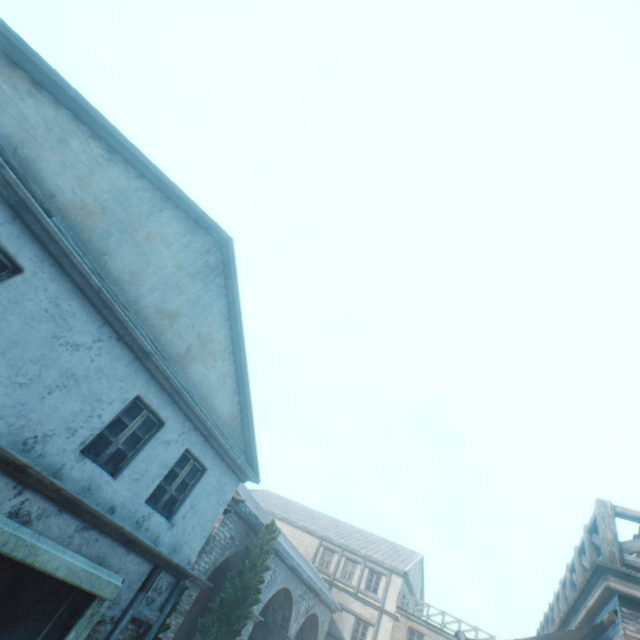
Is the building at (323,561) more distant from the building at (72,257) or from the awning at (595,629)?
the awning at (595,629)

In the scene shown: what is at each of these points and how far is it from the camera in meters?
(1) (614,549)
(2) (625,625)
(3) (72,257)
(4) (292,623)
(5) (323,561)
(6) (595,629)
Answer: (1) fence, 4.6 m
(2) building, 4.1 m
(3) building, 5.3 m
(4) building, 17.3 m
(5) building, 26.0 m
(6) awning, 4.8 m

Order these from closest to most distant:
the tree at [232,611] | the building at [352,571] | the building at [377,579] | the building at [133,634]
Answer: the building at [133,634] < the tree at [232,611] < the building at [377,579] < the building at [352,571]

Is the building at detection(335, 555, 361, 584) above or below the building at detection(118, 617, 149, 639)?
above

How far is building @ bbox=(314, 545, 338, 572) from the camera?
25.6m

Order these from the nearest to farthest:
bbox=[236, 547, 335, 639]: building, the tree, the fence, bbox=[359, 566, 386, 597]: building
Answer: the fence
the tree
bbox=[236, 547, 335, 639]: building
bbox=[359, 566, 386, 597]: building

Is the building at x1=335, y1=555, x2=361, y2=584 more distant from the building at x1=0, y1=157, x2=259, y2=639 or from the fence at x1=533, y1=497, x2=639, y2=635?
the fence at x1=533, y1=497, x2=639, y2=635
